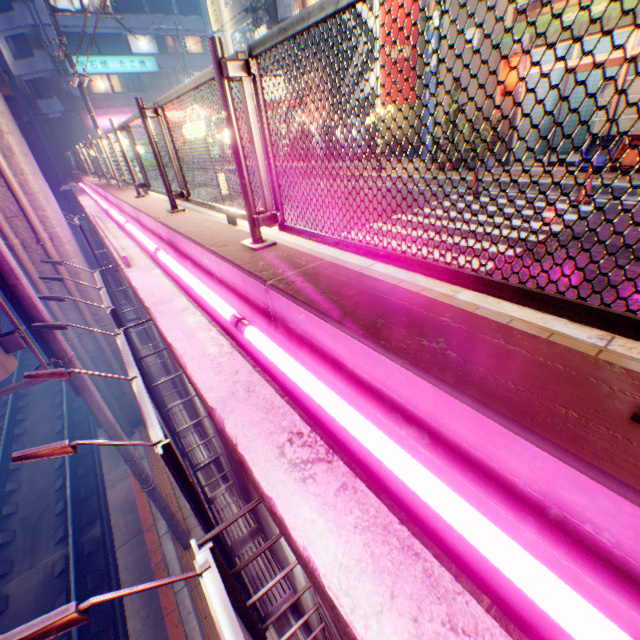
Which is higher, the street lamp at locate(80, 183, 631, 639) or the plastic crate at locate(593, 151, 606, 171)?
the street lamp at locate(80, 183, 631, 639)

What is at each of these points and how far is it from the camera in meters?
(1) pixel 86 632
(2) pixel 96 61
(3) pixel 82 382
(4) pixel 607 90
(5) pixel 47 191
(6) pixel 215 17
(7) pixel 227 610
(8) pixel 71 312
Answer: (1) railway, 7.1
(2) sign, 29.6
(3) electric pole, 4.8
(4) metal shelf, 9.9
(5) overpass support, 7.7
(6) sign, 23.6
(7) sign frame, 1.7
(8) overpass support, 8.5

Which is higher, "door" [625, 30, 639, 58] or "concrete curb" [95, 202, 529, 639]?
"door" [625, 30, 639, 58]

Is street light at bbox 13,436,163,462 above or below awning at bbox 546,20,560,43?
below

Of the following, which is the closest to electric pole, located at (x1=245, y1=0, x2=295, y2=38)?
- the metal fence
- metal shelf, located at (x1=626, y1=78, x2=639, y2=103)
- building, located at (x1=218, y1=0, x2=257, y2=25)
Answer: building, located at (x1=218, y1=0, x2=257, y2=25)

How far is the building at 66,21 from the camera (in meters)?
27.70

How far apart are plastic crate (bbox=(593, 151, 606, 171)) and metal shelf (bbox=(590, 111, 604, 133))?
2.6 meters

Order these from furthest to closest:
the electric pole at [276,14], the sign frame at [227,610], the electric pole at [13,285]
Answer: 1. the electric pole at [276,14]
2. the electric pole at [13,285]
3. the sign frame at [227,610]
